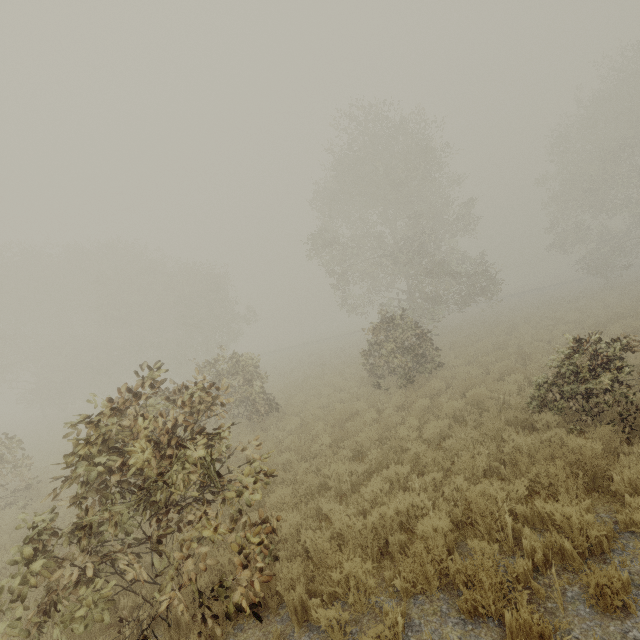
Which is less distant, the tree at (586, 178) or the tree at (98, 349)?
the tree at (98, 349)

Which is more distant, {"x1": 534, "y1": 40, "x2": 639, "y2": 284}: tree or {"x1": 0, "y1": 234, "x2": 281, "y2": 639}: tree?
{"x1": 534, "y1": 40, "x2": 639, "y2": 284}: tree

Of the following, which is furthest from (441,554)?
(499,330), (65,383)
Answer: (65,383)
